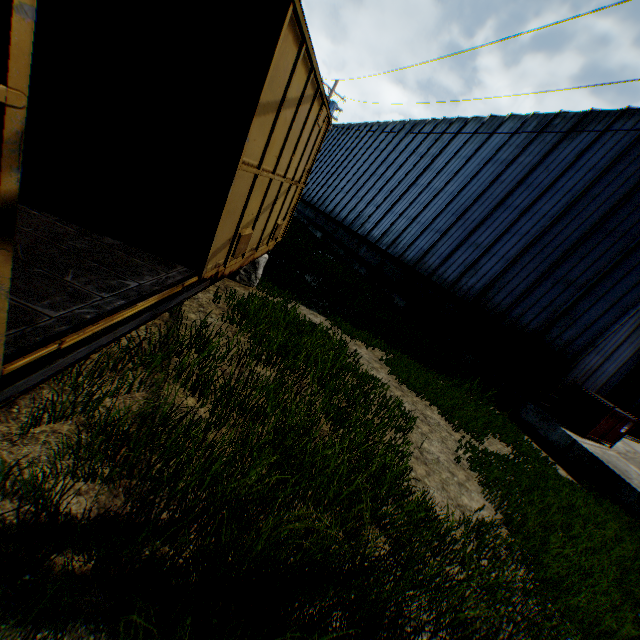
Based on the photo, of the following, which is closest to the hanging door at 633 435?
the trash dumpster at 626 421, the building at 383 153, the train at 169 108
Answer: the building at 383 153

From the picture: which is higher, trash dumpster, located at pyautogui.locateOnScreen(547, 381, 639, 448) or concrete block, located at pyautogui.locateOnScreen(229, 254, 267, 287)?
trash dumpster, located at pyautogui.locateOnScreen(547, 381, 639, 448)

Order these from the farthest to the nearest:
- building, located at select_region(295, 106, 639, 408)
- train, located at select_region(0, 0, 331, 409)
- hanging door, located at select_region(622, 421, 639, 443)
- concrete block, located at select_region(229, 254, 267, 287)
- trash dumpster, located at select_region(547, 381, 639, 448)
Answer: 1. hanging door, located at select_region(622, 421, 639, 443)
2. building, located at select_region(295, 106, 639, 408)
3. trash dumpster, located at select_region(547, 381, 639, 448)
4. concrete block, located at select_region(229, 254, 267, 287)
5. train, located at select_region(0, 0, 331, 409)

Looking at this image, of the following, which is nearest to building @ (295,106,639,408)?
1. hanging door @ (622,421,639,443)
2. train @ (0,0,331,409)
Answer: hanging door @ (622,421,639,443)

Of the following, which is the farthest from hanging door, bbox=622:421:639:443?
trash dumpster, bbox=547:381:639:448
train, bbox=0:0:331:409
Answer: train, bbox=0:0:331:409

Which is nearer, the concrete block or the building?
the concrete block

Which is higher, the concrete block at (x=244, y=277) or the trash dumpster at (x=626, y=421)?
the trash dumpster at (x=626, y=421)

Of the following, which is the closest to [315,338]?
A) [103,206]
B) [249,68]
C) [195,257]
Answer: [195,257]
